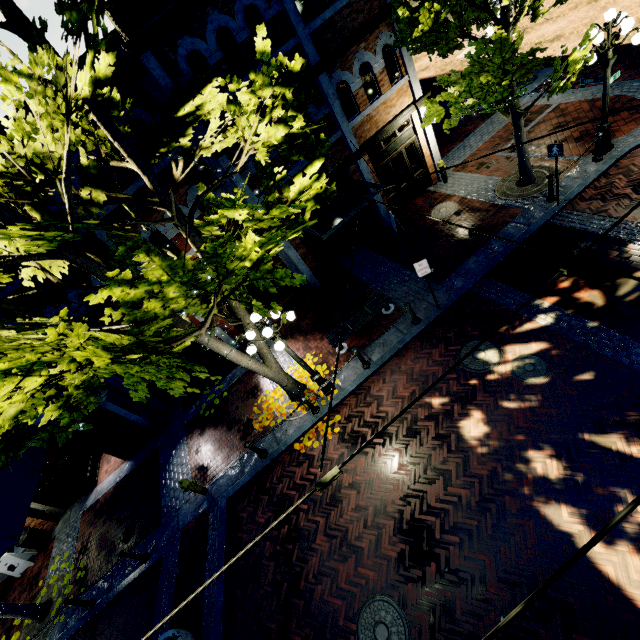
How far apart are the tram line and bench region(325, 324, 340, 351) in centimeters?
720cm

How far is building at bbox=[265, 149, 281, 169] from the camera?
10.5m

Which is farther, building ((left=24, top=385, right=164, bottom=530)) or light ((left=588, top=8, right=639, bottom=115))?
building ((left=24, top=385, right=164, bottom=530))

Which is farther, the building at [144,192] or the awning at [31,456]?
the building at [144,192]

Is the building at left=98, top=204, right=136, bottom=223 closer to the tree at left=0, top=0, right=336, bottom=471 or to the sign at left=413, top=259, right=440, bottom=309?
the tree at left=0, top=0, right=336, bottom=471

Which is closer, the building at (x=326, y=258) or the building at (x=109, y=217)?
the building at (x=109, y=217)

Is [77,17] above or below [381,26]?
above

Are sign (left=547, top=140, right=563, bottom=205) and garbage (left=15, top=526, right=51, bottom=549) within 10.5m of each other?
no
